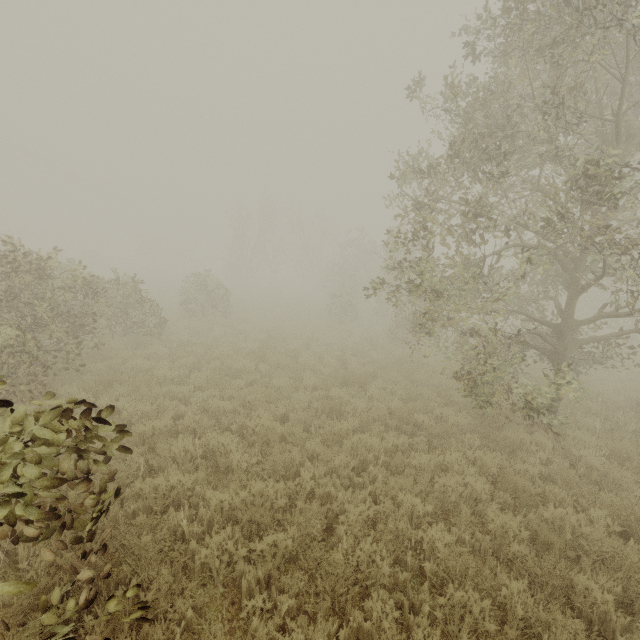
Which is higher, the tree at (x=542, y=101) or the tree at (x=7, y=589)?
the tree at (x=542, y=101)

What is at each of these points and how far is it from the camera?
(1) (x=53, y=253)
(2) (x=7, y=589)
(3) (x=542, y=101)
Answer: (1) tree, 9.0 meters
(2) tree, 1.8 meters
(3) tree, 5.4 meters

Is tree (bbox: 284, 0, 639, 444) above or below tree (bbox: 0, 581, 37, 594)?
above

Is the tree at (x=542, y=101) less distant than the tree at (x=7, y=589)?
No

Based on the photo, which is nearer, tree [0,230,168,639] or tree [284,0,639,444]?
tree [0,230,168,639]

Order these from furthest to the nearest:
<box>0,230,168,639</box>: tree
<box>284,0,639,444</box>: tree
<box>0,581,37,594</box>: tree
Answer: <box>284,0,639,444</box>: tree → <box>0,230,168,639</box>: tree → <box>0,581,37,594</box>: tree

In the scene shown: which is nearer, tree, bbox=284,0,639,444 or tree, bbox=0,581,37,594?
tree, bbox=0,581,37,594
